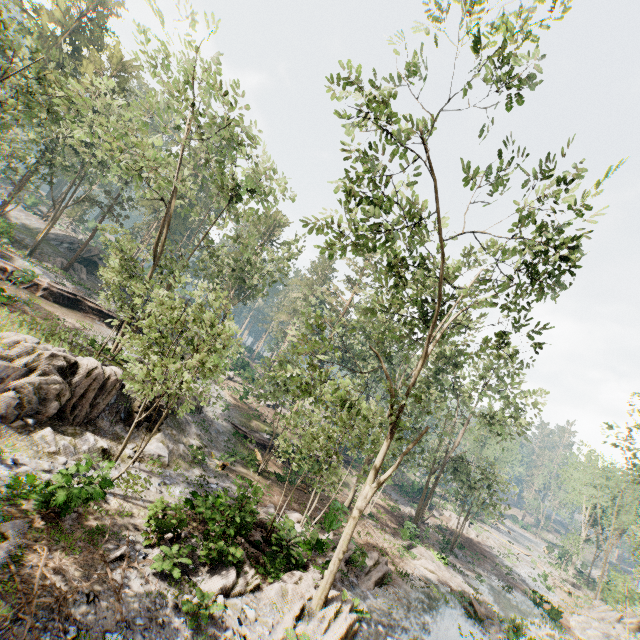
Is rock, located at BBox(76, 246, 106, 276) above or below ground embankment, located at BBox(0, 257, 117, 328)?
above

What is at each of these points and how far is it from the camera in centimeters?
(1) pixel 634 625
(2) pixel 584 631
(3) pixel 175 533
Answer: (1) rock, 2883cm
(2) rock, 2750cm
(3) foliage, 1237cm

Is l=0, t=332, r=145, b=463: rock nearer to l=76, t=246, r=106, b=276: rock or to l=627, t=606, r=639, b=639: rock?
l=76, t=246, r=106, b=276: rock

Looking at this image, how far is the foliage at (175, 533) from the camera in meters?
10.8

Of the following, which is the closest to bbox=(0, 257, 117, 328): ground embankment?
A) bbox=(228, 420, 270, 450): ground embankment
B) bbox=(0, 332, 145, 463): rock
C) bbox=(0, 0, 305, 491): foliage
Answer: bbox=(0, 0, 305, 491): foliage

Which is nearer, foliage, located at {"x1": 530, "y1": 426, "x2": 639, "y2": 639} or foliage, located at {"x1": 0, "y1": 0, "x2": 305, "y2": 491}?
foliage, located at {"x1": 0, "y1": 0, "x2": 305, "y2": 491}

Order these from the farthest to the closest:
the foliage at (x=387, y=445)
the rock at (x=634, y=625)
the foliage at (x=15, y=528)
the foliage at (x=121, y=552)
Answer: the rock at (x=634, y=625)
the foliage at (x=387, y=445)
the foliage at (x=121, y=552)
the foliage at (x=15, y=528)

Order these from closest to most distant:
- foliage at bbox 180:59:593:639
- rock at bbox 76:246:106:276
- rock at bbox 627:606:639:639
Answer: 1. foliage at bbox 180:59:593:639
2. rock at bbox 627:606:639:639
3. rock at bbox 76:246:106:276
